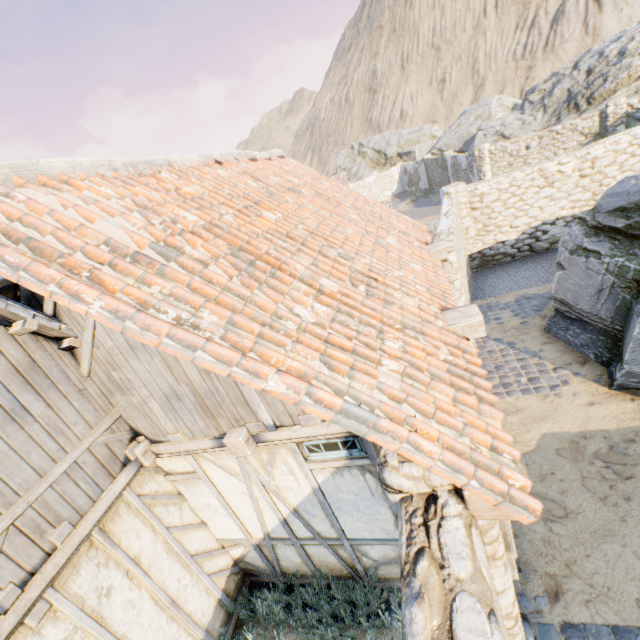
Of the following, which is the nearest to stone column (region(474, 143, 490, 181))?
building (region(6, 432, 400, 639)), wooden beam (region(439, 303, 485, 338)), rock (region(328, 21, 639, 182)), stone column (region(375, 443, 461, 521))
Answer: rock (region(328, 21, 639, 182))

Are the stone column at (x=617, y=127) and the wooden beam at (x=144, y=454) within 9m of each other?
no

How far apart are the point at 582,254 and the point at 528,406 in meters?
3.4 m

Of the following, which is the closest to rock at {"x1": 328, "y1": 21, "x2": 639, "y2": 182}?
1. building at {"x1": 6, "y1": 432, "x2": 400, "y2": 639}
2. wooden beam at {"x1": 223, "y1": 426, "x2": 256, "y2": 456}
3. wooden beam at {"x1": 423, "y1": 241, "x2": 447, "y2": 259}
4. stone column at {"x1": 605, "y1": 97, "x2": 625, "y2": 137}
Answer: stone column at {"x1": 605, "y1": 97, "x2": 625, "y2": 137}

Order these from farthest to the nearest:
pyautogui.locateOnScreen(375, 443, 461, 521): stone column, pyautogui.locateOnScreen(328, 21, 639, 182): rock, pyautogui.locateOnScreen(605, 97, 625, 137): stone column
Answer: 1. pyautogui.locateOnScreen(328, 21, 639, 182): rock
2. pyautogui.locateOnScreen(605, 97, 625, 137): stone column
3. pyautogui.locateOnScreen(375, 443, 461, 521): stone column

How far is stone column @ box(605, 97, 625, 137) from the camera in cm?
1527

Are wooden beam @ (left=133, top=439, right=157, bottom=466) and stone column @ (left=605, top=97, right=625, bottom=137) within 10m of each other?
no

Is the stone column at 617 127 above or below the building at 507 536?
above
